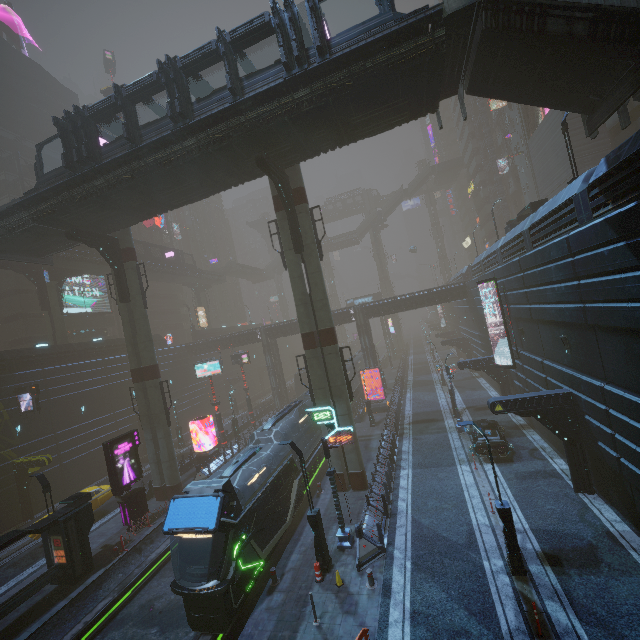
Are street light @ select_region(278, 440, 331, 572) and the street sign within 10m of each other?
yes

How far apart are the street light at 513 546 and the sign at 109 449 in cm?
2046

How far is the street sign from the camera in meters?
15.0 m

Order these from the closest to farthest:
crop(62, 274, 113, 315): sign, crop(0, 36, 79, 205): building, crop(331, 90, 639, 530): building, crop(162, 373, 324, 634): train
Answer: crop(331, 90, 639, 530): building, crop(162, 373, 324, 634): train, crop(0, 36, 79, 205): building, crop(62, 274, 113, 315): sign

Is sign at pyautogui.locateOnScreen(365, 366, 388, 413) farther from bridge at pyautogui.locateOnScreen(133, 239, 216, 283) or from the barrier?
bridge at pyautogui.locateOnScreen(133, 239, 216, 283)

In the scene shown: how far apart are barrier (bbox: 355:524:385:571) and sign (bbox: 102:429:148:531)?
15.1m

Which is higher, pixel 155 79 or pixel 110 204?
pixel 155 79

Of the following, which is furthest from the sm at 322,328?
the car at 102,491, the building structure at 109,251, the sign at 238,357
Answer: the car at 102,491
